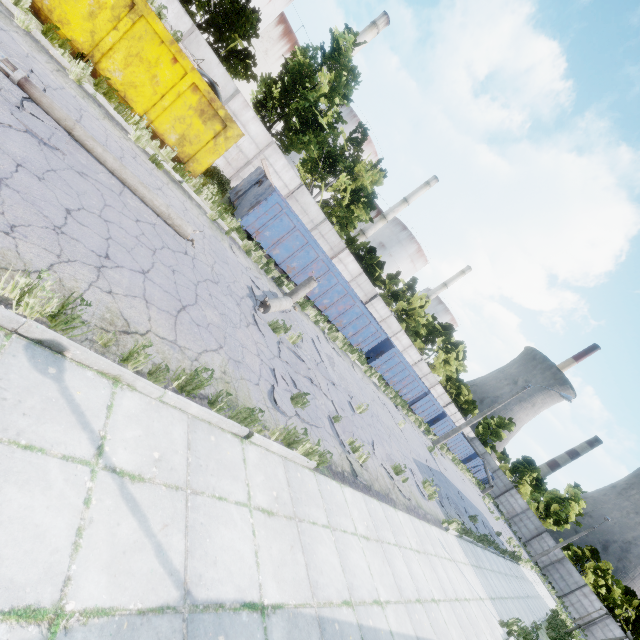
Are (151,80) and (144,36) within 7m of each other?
yes

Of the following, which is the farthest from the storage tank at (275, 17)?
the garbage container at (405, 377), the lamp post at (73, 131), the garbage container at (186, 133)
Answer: the lamp post at (73, 131)

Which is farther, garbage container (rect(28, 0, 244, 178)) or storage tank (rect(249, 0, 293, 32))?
storage tank (rect(249, 0, 293, 32))

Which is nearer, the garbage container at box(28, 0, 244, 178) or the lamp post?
the lamp post

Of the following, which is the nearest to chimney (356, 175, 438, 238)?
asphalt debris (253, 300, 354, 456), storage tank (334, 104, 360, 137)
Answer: storage tank (334, 104, 360, 137)

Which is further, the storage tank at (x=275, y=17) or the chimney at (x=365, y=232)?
the chimney at (x=365, y=232)

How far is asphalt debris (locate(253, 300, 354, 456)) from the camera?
7.2m

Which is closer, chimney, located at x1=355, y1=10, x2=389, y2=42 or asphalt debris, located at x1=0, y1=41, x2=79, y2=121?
asphalt debris, located at x1=0, y1=41, x2=79, y2=121
